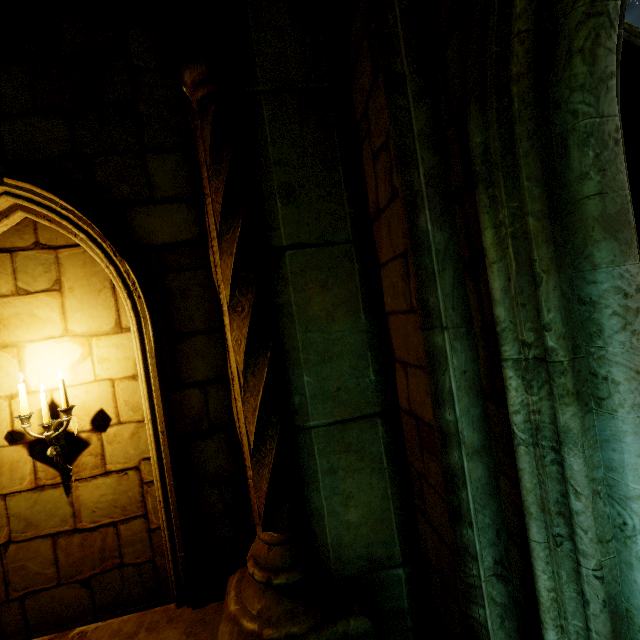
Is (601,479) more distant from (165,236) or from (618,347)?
(165,236)

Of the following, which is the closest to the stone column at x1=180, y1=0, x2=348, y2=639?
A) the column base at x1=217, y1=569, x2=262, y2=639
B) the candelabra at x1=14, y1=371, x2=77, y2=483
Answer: the column base at x1=217, y1=569, x2=262, y2=639

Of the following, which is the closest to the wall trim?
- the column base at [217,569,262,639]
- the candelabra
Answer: the column base at [217,569,262,639]

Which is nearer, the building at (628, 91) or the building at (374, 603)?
the building at (374, 603)

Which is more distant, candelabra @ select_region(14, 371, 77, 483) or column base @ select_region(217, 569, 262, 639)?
candelabra @ select_region(14, 371, 77, 483)

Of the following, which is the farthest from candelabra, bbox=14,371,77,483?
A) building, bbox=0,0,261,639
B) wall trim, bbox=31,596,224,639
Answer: wall trim, bbox=31,596,224,639

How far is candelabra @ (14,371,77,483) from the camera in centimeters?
279cm

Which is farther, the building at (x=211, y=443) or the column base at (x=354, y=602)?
the building at (x=211, y=443)
